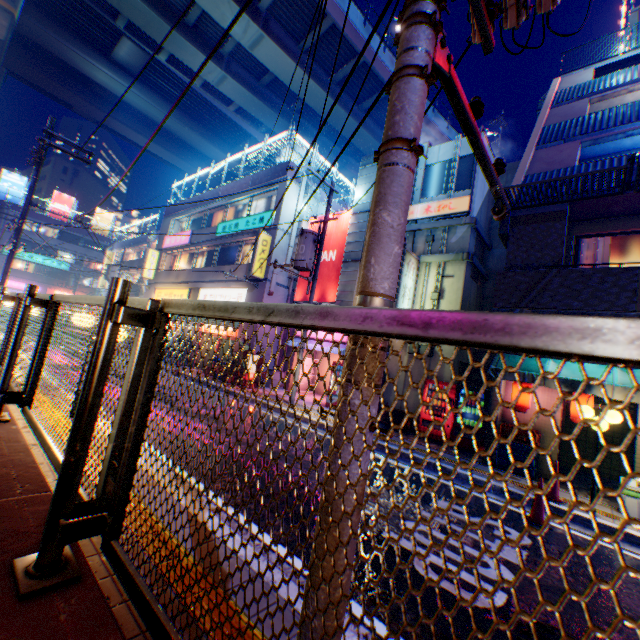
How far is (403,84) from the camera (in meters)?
1.73

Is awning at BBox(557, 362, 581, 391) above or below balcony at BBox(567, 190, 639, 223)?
below

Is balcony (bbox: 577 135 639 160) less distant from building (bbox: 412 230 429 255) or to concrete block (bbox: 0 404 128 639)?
building (bbox: 412 230 429 255)

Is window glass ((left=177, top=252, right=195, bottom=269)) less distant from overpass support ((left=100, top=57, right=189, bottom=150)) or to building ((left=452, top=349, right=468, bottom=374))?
overpass support ((left=100, top=57, right=189, bottom=150))

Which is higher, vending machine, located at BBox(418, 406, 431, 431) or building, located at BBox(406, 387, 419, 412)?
building, located at BBox(406, 387, 419, 412)

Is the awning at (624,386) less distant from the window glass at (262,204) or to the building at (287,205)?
the building at (287,205)

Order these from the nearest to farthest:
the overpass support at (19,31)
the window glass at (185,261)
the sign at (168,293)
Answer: the sign at (168,293) < the window glass at (185,261) < the overpass support at (19,31)

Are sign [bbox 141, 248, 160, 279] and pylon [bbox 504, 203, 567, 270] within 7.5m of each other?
no
